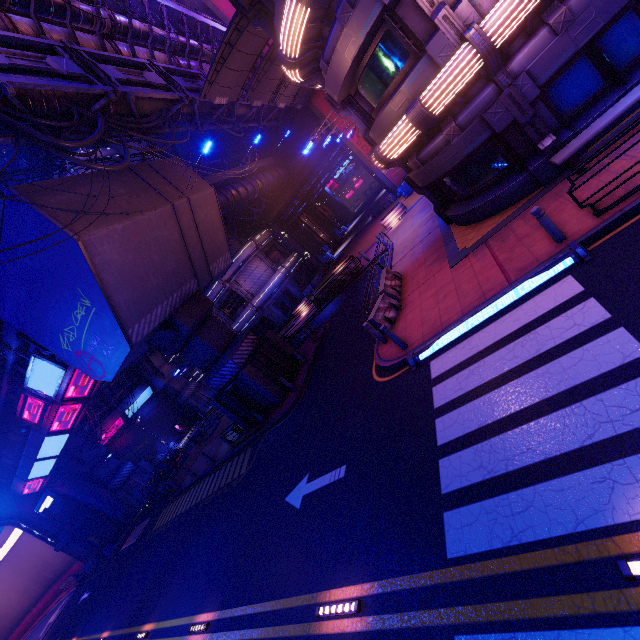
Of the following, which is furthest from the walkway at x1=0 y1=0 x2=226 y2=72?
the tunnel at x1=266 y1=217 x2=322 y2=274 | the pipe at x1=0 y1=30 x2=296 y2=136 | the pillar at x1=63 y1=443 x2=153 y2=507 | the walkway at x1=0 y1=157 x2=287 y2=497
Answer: the pillar at x1=63 y1=443 x2=153 y2=507

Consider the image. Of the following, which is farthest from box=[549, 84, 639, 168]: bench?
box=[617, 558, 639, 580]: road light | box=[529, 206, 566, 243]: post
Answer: box=[617, 558, 639, 580]: road light

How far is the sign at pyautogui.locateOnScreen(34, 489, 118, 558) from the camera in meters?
23.5

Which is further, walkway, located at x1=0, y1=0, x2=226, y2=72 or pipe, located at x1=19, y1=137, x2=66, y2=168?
pipe, located at x1=19, y1=137, x2=66, y2=168

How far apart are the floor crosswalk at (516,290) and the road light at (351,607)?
5.4 meters

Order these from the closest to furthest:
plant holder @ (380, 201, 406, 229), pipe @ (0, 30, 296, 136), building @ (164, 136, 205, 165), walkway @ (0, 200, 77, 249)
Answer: pipe @ (0, 30, 296, 136) < walkway @ (0, 200, 77, 249) < plant holder @ (380, 201, 406, 229) < building @ (164, 136, 205, 165)

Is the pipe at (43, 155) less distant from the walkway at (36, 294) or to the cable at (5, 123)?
the cable at (5, 123)

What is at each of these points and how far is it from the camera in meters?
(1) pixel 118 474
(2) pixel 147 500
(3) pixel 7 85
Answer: (1) pillar, 33.3 m
(2) car, 27.4 m
(3) pipe, 9.2 m
